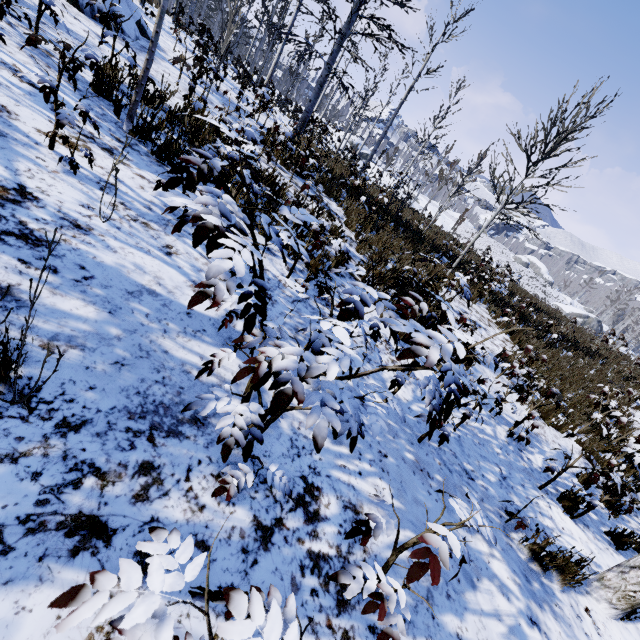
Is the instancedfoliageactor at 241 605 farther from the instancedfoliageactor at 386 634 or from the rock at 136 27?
the instancedfoliageactor at 386 634

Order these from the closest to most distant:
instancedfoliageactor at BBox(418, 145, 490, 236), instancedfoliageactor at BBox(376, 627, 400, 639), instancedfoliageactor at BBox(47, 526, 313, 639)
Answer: instancedfoliageactor at BBox(47, 526, 313, 639) → instancedfoliageactor at BBox(376, 627, 400, 639) → instancedfoliageactor at BBox(418, 145, 490, 236)

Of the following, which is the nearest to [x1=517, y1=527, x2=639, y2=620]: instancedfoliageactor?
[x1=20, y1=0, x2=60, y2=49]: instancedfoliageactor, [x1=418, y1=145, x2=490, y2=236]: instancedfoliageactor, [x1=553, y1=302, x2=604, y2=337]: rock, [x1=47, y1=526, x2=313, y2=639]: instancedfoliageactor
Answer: [x1=47, y1=526, x2=313, y2=639]: instancedfoliageactor

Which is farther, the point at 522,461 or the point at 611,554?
the point at 522,461

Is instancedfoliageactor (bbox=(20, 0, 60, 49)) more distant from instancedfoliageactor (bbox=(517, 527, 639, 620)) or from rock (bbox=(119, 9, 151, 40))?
instancedfoliageactor (bbox=(517, 527, 639, 620))

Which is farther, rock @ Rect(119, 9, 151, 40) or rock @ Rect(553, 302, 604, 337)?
rock @ Rect(553, 302, 604, 337)

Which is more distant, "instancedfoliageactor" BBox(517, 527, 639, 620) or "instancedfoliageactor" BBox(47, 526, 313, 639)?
"instancedfoliageactor" BBox(517, 527, 639, 620)

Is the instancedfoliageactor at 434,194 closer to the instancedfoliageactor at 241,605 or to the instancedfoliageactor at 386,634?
the instancedfoliageactor at 386,634
